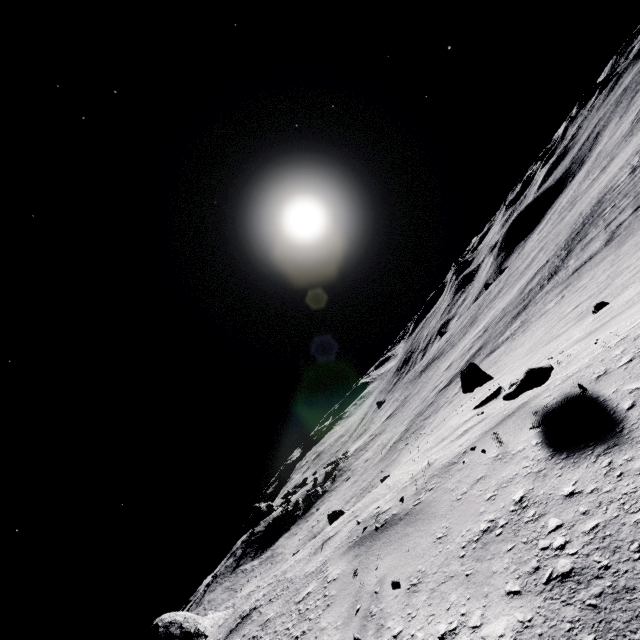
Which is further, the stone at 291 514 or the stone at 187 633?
the stone at 291 514

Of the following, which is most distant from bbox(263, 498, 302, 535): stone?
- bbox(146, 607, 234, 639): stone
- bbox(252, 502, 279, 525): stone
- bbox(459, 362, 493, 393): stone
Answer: bbox(459, 362, 493, 393): stone

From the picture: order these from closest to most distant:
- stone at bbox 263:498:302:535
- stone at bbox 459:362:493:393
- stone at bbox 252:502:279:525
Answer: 1. stone at bbox 459:362:493:393
2. stone at bbox 263:498:302:535
3. stone at bbox 252:502:279:525

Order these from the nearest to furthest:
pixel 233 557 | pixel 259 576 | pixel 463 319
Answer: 1. pixel 259 576
2. pixel 233 557
3. pixel 463 319

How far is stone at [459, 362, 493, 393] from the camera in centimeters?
674cm

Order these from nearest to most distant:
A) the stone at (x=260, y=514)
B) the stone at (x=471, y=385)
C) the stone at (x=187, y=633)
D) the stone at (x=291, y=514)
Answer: the stone at (x=471, y=385) < the stone at (x=187, y=633) < the stone at (x=291, y=514) < the stone at (x=260, y=514)

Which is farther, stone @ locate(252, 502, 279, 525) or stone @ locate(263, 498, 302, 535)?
stone @ locate(252, 502, 279, 525)

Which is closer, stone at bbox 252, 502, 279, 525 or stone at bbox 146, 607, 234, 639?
stone at bbox 146, 607, 234, 639
